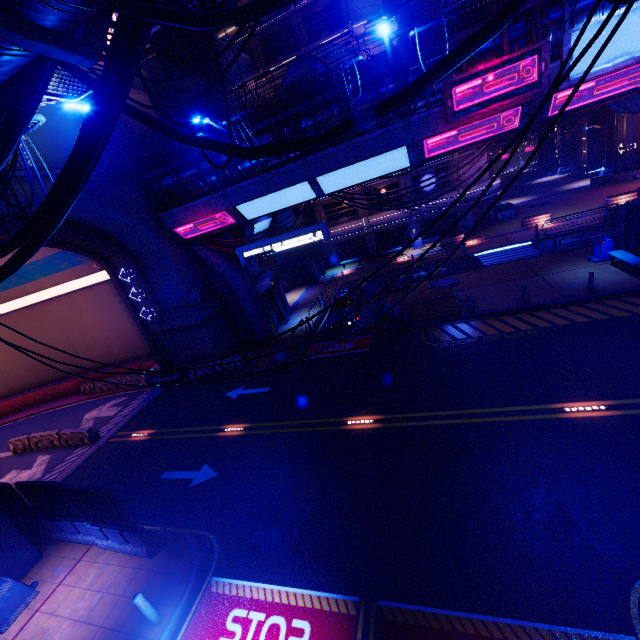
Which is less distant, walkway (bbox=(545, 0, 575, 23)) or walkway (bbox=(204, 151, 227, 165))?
walkway (bbox=(545, 0, 575, 23))

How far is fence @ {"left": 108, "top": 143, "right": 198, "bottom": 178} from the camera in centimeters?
1549cm

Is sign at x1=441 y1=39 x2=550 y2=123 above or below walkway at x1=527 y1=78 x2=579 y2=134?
above

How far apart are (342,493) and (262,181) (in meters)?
15.05

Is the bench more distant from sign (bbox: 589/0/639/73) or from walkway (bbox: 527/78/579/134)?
sign (bbox: 589/0/639/73)

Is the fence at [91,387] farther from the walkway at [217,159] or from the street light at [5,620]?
the street light at [5,620]

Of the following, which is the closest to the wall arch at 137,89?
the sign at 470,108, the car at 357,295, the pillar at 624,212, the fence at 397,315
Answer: the car at 357,295

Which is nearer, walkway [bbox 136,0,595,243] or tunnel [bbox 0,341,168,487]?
walkway [bbox 136,0,595,243]
